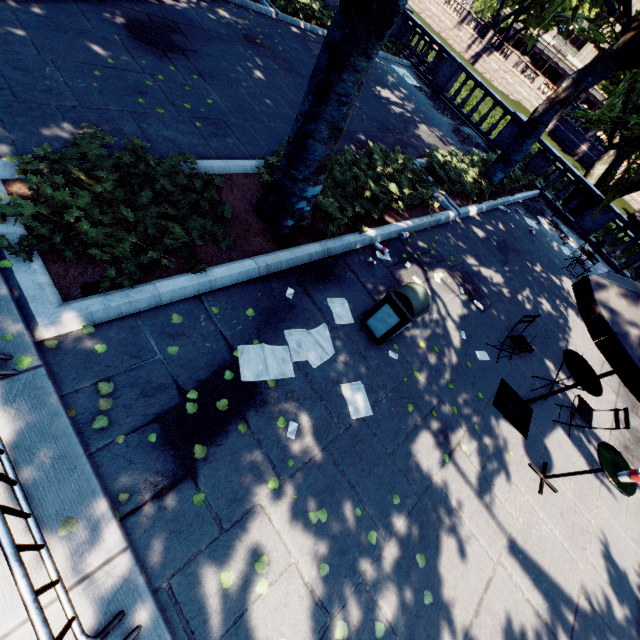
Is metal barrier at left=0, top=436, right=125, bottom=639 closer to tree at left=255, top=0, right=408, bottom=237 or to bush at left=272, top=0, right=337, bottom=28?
tree at left=255, top=0, right=408, bottom=237

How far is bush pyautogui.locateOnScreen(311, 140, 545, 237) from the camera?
6.38m

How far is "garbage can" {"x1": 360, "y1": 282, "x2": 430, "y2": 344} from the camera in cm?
460

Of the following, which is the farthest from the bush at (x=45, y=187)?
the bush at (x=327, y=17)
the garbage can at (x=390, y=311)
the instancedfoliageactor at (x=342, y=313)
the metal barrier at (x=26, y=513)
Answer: the bush at (x=327, y=17)

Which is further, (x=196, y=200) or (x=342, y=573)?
(x=196, y=200)

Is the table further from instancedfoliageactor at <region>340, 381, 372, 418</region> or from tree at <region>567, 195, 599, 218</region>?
tree at <region>567, 195, 599, 218</region>

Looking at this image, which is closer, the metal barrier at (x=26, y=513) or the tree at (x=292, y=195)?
the metal barrier at (x=26, y=513)

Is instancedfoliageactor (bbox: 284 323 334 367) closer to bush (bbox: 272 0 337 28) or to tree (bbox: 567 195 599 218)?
tree (bbox: 567 195 599 218)
